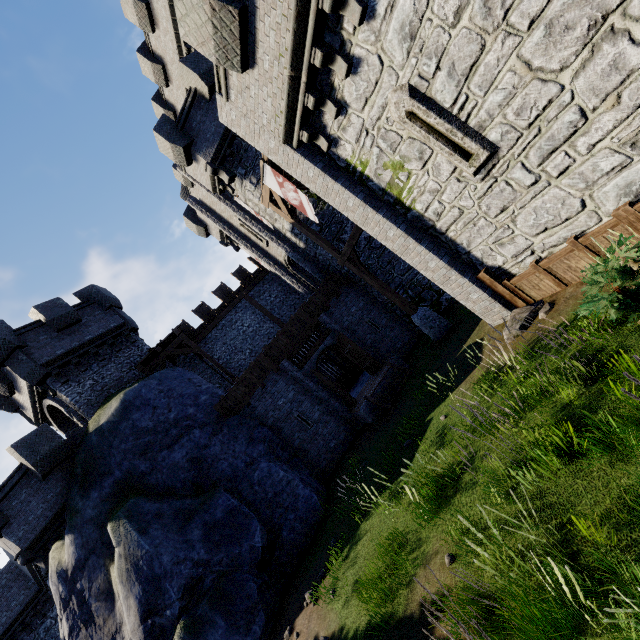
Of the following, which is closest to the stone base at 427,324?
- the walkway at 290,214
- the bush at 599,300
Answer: the walkway at 290,214

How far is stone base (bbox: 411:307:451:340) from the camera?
13.16m

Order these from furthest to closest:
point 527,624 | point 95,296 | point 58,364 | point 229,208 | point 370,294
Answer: Answer:
point 95,296
point 229,208
point 370,294
point 58,364
point 527,624

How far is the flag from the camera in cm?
1188

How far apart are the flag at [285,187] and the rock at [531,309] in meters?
7.5

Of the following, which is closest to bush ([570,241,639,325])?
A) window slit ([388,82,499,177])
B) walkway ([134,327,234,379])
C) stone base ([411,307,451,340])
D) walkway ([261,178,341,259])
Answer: window slit ([388,82,499,177])

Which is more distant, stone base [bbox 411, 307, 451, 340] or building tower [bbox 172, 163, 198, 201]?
building tower [bbox 172, 163, 198, 201]

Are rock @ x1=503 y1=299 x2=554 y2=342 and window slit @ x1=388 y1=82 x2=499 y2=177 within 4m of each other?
yes
